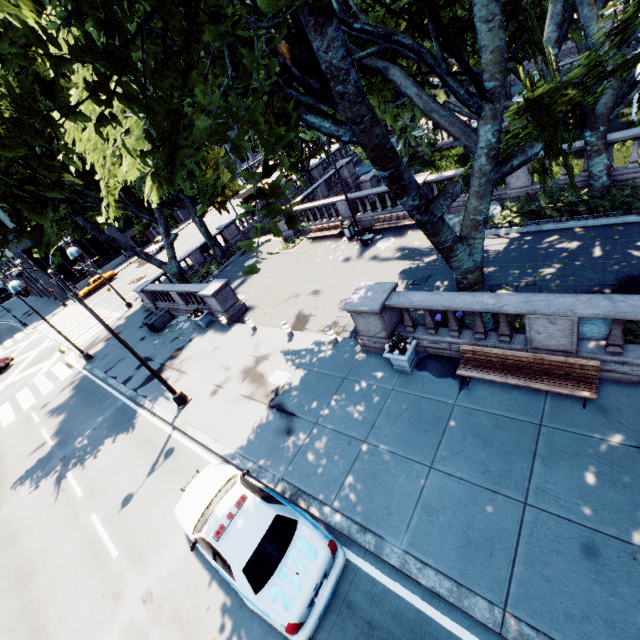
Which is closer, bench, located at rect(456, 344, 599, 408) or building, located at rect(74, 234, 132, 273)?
bench, located at rect(456, 344, 599, 408)

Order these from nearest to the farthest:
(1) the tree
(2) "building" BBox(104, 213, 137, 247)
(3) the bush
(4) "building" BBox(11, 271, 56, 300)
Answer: (1) the tree, (3) the bush, (4) "building" BBox(11, 271, 56, 300), (2) "building" BBox(104, 213, 137, 247)

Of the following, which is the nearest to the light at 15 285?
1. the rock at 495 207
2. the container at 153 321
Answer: the container at 153 321

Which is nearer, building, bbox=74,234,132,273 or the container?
the container

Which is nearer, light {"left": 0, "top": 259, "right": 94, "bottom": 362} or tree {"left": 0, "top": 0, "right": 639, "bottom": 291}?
tree {"left": 0, "top": 0, "right": 639, "bottom": 291}

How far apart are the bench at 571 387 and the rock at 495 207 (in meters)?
8.68

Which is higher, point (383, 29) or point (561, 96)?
point (383, 29)

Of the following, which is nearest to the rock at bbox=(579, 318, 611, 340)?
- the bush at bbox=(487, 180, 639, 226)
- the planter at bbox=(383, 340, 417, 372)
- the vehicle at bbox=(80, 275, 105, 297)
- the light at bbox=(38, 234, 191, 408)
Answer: the planter at bbox=(383, 340, 417, 372)
